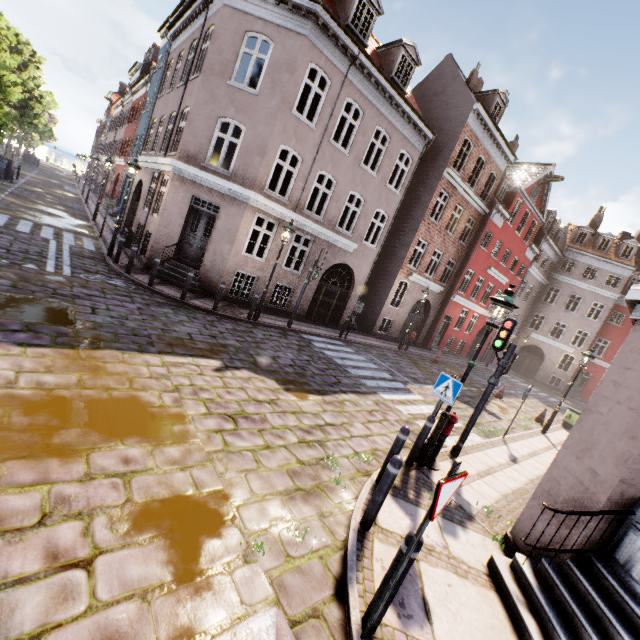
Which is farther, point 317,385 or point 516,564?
point 317,385

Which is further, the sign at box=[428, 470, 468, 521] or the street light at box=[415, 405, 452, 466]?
the street light at box=[415, 405, 452, 466]

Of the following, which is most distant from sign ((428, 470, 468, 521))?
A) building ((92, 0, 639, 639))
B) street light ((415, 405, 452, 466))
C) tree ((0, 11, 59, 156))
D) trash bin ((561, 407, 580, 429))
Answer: trash bin ((561, 407, 580, 429))

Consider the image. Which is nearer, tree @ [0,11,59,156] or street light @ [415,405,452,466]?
street light @ [415,405,452,466]

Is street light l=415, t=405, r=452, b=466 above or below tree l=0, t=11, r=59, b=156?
below

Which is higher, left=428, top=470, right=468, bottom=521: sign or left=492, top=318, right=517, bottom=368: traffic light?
left=492, top=318, right=517, bottom=368: traffic light

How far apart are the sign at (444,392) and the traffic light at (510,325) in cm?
170

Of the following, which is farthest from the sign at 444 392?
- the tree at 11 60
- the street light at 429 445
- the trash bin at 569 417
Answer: the trash bin at 569 417
